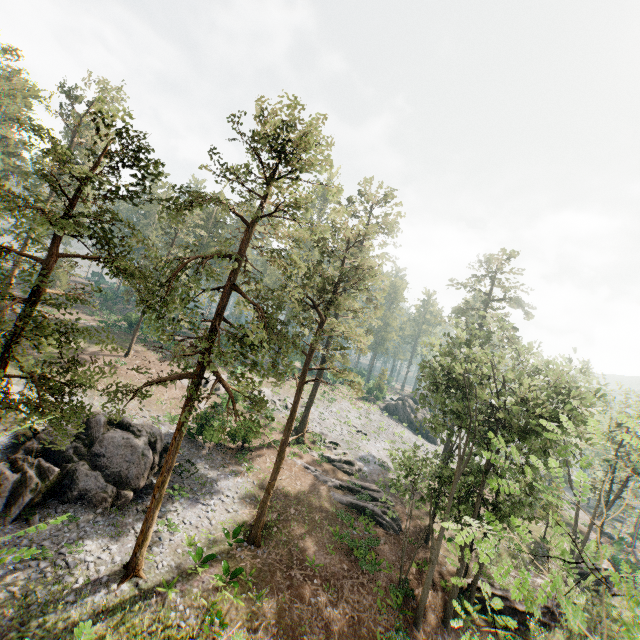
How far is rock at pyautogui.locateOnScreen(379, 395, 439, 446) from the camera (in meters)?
53.03

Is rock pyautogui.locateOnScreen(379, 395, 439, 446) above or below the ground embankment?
above

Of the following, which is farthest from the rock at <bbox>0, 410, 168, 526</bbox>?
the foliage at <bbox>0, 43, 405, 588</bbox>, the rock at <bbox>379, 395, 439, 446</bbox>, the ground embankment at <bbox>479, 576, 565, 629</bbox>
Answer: the rock at <bbox>379, 395, 439, 446</bbox>

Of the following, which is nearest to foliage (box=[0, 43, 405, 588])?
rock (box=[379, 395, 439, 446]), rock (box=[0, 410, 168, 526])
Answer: rock (box=[379, 395, 439, 446])

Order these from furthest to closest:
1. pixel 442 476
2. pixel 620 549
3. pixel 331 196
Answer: pixel 620 549
pixel 442 476
pixel 331 196

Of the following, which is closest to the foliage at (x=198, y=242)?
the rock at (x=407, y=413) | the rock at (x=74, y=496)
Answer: the rock at (x=407, y=413)

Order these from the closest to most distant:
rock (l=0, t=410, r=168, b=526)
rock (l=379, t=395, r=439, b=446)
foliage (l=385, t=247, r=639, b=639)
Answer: foliage (l=385, t=247, r=639, b=639), rock (l=0, t=410, r=168, b=526), rock (l=379, t=395, r=439, b=446)

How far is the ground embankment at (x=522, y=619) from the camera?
22.2m
